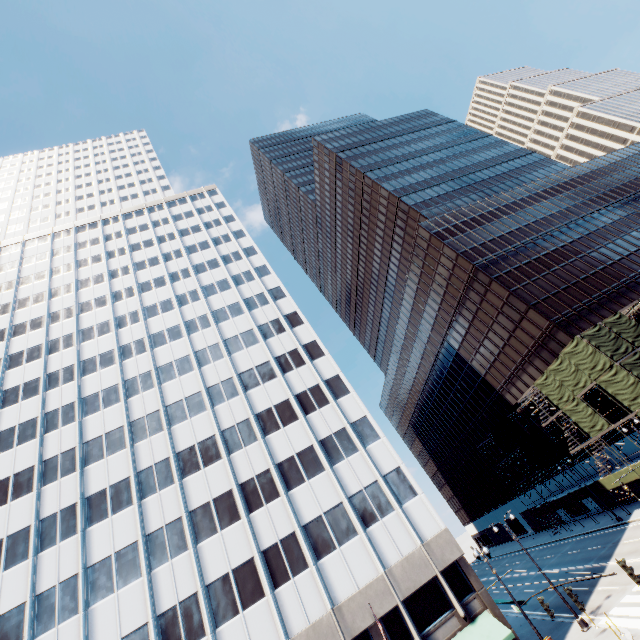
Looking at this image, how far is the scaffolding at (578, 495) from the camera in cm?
4122

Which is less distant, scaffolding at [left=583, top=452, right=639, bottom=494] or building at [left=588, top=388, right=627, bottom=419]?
scaffolding at [left=583, top=452, right=639, bottom=494]

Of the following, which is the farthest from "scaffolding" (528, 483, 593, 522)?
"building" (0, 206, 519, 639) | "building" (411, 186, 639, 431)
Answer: "building" (0, 206, 519, 639)

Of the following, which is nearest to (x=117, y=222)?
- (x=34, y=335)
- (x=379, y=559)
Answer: (x=34, y=335)

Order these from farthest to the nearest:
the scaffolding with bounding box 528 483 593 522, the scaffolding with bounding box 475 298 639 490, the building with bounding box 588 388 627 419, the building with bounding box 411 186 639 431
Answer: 1. the building with bounding box 411 186 639 431
2. the scaffolding with bounding box 528 483 593 522
3. the building with bounding box 588 388 627 419
4. the scaffolding with bounding box 475 298 639 490

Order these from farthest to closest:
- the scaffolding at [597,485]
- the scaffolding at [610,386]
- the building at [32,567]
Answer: the scaffolding at [597,485], the scaffolding at [610,386], the building at [32,567]
